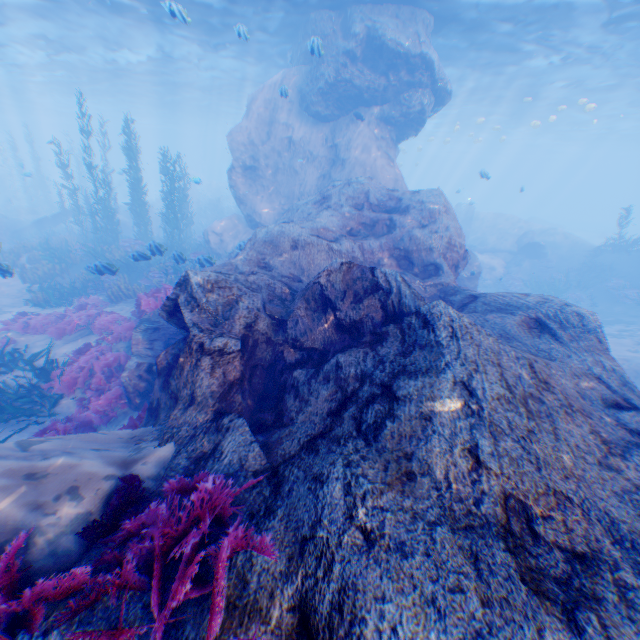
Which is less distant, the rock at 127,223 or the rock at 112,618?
the rock at 112,618

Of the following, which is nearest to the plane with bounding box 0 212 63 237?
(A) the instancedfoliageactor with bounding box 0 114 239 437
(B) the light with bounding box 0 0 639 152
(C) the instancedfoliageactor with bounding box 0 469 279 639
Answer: (A) the instancedfoliageactor with bounding box 0 114 239 437

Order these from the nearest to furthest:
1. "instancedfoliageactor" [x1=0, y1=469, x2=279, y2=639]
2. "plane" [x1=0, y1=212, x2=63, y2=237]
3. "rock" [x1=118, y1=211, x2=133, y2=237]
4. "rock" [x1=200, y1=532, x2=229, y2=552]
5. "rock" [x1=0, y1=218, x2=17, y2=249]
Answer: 1. "instancedfoliageactor" [x1=0, y1=469, x2=279, y2=639]
2. "rock" [x1=200, y1=532, x2=229, y2=552]
3. "rock" [x1=0, y1=218, x2=17, y2=249]
4. "plane" [x1=0, y1=212, x2=63, y2=237]
5. "rock" [x1=118, y1=211, x2=133, y2=237]

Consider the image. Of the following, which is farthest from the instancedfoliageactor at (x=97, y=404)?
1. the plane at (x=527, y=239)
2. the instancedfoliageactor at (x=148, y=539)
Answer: the plane at (x=527, y=239)

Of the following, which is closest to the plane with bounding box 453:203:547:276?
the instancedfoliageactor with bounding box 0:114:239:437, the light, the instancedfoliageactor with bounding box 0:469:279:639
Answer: the light

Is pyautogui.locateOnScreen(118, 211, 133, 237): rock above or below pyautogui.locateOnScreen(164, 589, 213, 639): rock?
below

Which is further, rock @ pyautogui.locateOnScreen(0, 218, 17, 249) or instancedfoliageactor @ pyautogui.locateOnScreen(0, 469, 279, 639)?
rock @ pyautogui.locateOnScreen(0, 218, 17, 249)

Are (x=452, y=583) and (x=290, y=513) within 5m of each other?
yes
